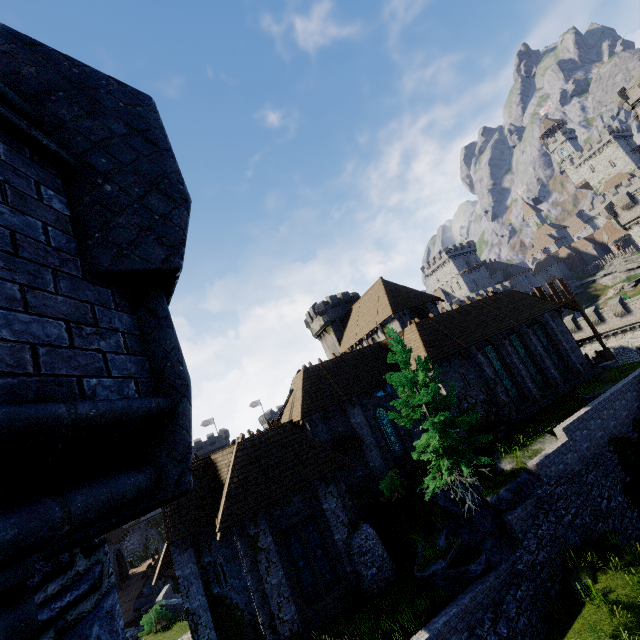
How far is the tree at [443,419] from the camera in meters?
14.7

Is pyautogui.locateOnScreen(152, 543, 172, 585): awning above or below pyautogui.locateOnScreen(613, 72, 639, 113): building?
below

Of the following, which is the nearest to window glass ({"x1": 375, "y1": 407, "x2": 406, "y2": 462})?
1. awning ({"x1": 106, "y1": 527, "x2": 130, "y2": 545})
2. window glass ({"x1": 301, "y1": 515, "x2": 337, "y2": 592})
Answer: window glass ({"x1": 301, "y1": 515, "x2": 337, "y2": 592})

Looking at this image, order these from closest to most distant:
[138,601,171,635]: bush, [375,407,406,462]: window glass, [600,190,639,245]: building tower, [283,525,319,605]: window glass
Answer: [283,525,319,605]: window glass, [138,601,171,635]: bush, [375,407,406,462]: window glass, [600,190,639,245]: building tower

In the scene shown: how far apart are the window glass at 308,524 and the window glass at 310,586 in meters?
0.3

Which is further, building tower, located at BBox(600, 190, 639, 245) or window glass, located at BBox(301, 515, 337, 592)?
building tower, located at BBox(600, 190, 639, 245)

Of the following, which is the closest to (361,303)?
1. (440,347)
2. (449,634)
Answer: (440,347)

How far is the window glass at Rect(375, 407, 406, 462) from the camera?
22.1m
